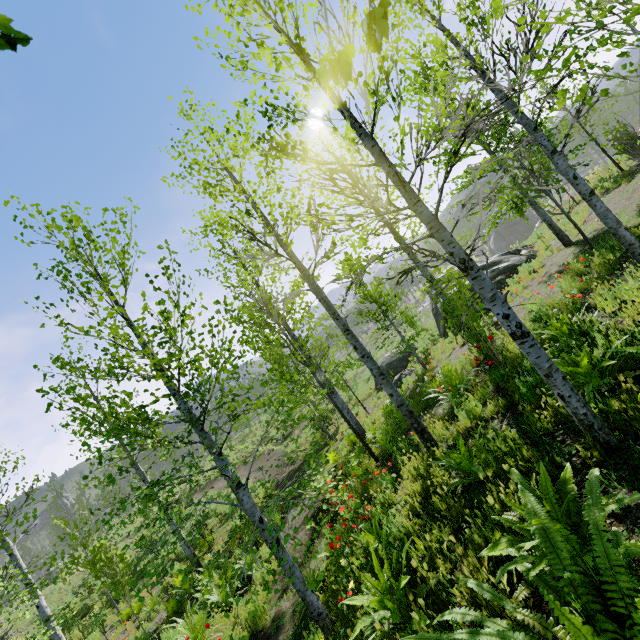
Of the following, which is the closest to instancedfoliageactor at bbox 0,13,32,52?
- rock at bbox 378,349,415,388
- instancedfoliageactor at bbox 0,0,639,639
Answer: instancedfoliageactor at bbox 0,0,639,639

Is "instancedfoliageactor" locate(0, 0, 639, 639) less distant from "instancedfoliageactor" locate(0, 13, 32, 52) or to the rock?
"instancedfoliageactor" locate(0, 13, 32, 52)

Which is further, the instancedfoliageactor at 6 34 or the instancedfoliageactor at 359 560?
the instancedfoliageactor at 359 560

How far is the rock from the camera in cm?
1730

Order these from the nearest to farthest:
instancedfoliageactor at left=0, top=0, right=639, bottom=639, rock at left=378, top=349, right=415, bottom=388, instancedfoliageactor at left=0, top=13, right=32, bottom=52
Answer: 1. instancedfoliageactor at left=0, top=13, right=32, bottom=52
2. instancedfoliageactor at left=0, top=0, right=639, bottom=639
3. rock at left=378, top=349, right=415, bottom=388

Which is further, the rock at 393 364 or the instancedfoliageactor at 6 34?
the rock at 393 364

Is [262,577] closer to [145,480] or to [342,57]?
[342,57]
